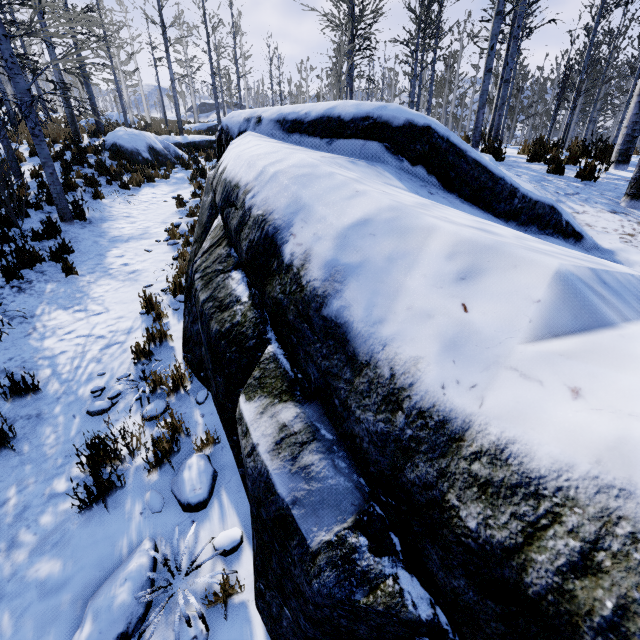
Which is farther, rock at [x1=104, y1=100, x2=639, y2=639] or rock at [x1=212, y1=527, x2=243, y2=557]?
rock at [x1=212, y1=527, x2=243, y2=557]

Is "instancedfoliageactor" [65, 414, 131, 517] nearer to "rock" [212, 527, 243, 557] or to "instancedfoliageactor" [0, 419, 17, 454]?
"rock" [212, 527, 243, 557]

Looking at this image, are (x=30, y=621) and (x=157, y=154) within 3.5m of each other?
no

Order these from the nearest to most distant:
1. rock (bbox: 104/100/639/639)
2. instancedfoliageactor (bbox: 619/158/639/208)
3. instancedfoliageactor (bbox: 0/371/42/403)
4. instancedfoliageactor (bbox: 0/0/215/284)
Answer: rock (bbox: 104/100/639/639) → instancedfoliageactor (bbox: 0/371/42/403) → instancedfoliageactor (bbox: 619/158/639/208) → instancedfoliageactor (bbox: 0/0/215/284)

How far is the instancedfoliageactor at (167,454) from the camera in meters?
3.0

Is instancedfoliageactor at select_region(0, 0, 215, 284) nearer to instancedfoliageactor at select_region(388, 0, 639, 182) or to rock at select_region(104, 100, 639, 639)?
rock at select_region(104, 100, 639, 639)

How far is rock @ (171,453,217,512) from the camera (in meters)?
2.79

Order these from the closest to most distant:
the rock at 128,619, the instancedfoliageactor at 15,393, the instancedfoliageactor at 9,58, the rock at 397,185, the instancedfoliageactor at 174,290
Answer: the rock at 397,185
the rock at 128,619
the instancedfoliageactor at 15,393
the instancedfoliageactor at 174,290
the instancedfoliageactor at 9,58
